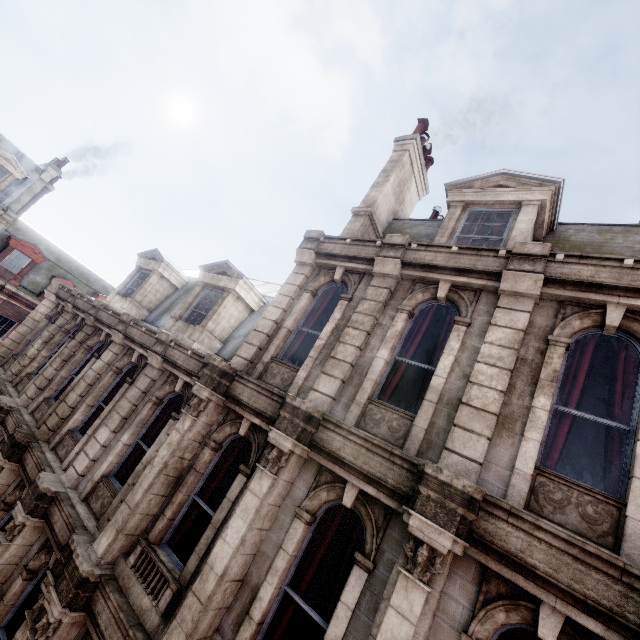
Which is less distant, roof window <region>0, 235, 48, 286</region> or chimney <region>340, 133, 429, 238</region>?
chimney <region>340, 133, 429, 238</region>

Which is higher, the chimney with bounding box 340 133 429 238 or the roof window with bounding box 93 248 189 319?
the chimney with bounding box 340 133 429 238

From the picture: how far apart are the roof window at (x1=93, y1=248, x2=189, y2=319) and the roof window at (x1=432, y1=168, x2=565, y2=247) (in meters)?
10.32

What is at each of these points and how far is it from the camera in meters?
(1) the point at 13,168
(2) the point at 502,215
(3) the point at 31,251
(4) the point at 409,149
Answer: (1) roof window, 21.8 m
(2) roof window, 7.7 m
(3) roof window, 23.5 m
(4) chimney, 10.7 m

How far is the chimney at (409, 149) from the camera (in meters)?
9.72

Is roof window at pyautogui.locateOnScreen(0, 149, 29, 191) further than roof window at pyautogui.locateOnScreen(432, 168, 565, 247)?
Yes

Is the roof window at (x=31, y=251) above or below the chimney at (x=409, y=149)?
below

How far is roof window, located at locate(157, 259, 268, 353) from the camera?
9.8 meters
